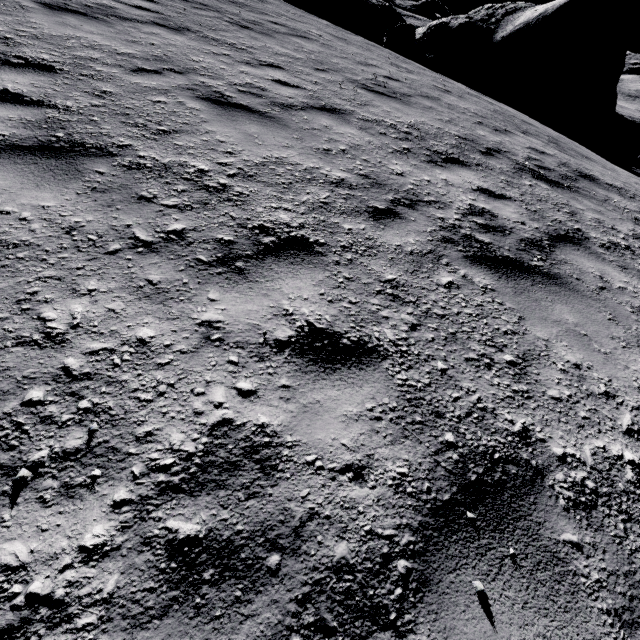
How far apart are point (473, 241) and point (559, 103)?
17.57m
